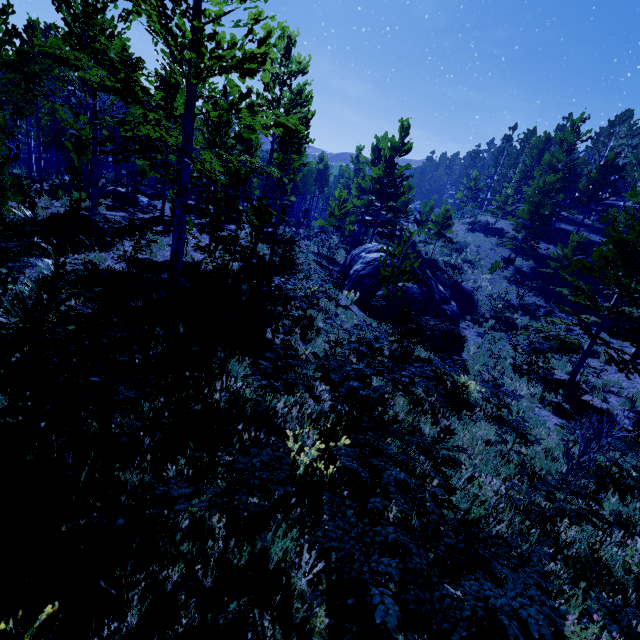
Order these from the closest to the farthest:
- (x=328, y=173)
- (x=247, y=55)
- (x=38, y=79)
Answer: (x=247, y=55), (x=38, y=79), (x=328, y=173)

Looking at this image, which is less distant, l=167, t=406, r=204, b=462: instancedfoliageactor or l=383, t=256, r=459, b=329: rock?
l=167, t=406, r=204, b=462: instancedfoliageactor

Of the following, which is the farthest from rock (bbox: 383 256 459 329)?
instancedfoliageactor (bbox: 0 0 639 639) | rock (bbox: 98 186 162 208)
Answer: rock (bbox: 98 186 162 208)

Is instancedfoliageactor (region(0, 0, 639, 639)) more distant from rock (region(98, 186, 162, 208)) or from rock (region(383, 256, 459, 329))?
rock (region(383, 256, 459, 329))

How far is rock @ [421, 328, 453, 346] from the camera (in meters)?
15.45

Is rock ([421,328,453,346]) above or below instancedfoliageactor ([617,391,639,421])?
below

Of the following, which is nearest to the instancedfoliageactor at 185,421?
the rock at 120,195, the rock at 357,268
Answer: the rock at 120,195

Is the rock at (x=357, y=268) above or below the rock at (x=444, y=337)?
above
